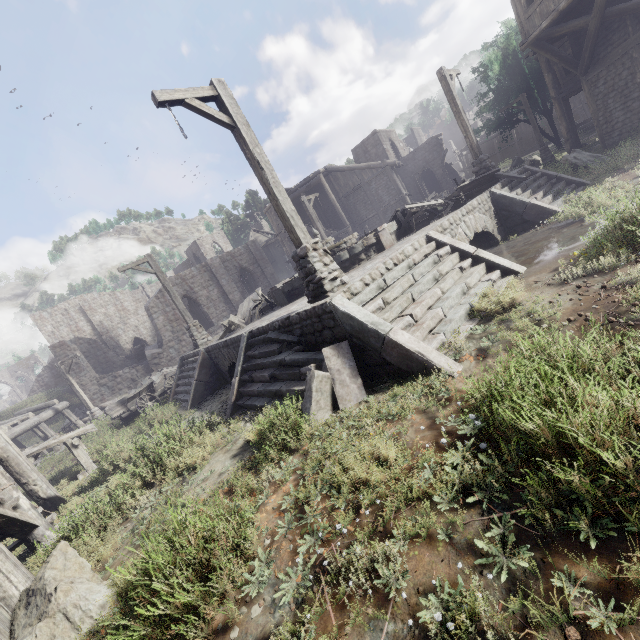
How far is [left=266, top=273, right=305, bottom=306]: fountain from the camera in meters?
11.5

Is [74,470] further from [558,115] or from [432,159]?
[432,159]

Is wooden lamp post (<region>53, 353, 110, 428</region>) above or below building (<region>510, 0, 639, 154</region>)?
below

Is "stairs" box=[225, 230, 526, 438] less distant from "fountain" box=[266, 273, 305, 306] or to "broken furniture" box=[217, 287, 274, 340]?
"broken furniture" box=[217, 287, 274, 340]

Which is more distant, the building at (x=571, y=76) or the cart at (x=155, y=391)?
the cart at (x=155, y=391)

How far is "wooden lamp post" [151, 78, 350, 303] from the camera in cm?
590

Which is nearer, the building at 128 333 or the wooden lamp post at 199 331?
the wooden lamp post at 199 331

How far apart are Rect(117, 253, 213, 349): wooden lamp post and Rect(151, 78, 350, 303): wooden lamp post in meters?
9.1
